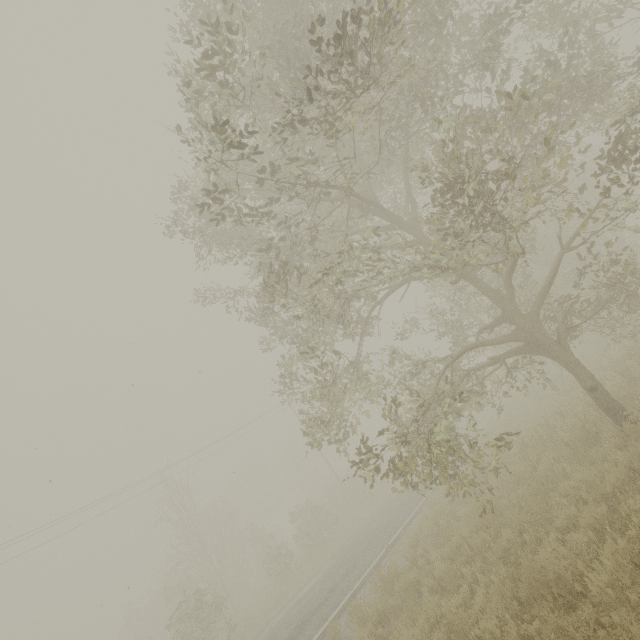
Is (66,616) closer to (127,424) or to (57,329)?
(127,424)
